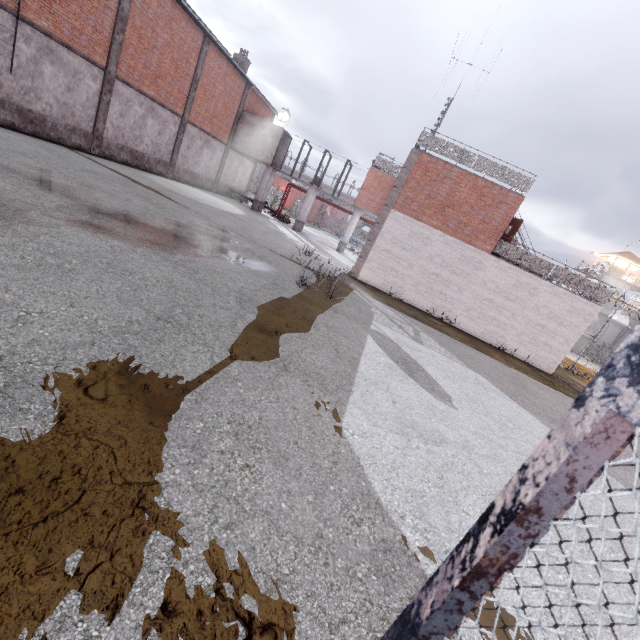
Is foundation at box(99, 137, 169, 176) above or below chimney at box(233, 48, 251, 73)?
below

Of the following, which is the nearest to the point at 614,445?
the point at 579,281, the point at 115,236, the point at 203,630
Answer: the point at 203,630

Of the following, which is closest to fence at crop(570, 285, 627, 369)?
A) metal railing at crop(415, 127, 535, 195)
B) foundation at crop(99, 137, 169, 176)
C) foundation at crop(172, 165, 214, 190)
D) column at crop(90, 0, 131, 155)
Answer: metal railing at crop(415, 127, 535, 195)

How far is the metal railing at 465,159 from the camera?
15.7m

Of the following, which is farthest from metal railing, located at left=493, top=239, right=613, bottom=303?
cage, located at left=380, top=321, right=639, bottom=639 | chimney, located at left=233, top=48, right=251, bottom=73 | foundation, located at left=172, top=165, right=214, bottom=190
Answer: chimney, located at left=233, top=48, right=251, bottom=73

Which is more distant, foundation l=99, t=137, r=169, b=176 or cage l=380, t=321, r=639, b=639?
foundation l=99, t=137, r=169, b=176

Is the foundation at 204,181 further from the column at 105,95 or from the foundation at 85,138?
the foundation at 85,138

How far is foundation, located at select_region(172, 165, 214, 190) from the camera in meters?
23.4
